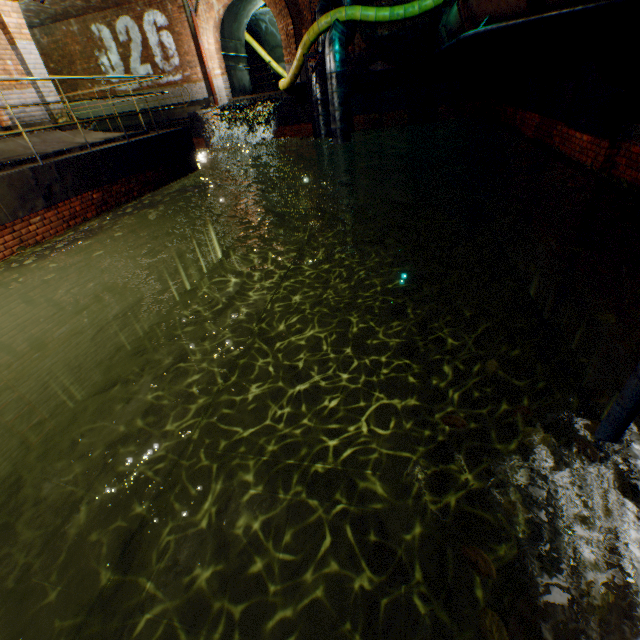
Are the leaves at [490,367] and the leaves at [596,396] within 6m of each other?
yes

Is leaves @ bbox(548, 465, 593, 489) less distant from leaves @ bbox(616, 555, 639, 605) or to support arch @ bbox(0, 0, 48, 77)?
leaves @ bbox(616, 555, 639, 605)

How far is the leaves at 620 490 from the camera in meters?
1.5

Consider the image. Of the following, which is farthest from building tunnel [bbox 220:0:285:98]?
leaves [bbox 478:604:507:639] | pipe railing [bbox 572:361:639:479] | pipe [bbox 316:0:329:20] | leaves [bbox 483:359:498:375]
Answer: leaves [bbox 478:604:507:639]

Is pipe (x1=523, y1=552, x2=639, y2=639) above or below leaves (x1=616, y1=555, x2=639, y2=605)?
below

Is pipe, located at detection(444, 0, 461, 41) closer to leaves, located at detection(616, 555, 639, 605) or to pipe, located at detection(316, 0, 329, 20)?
pipe, located at detection(316, 0, 329, 20)

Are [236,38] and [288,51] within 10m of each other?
yes

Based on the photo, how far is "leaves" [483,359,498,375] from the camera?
2.2 meters
